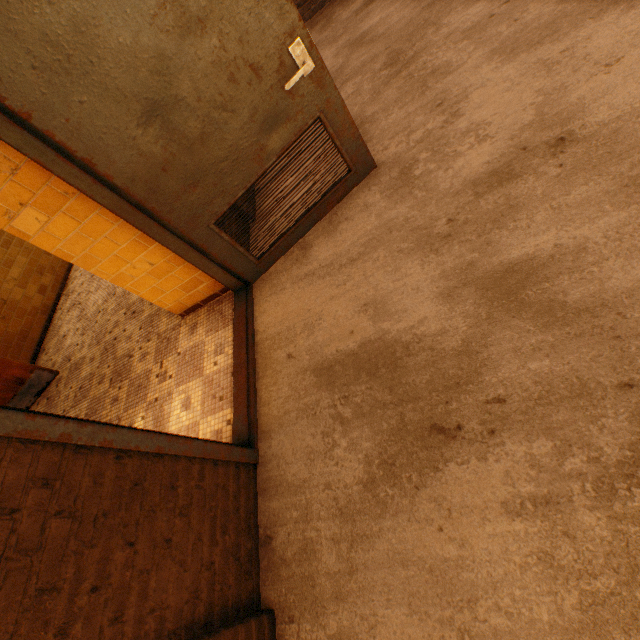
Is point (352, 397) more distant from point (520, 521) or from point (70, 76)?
point (70, 76)
